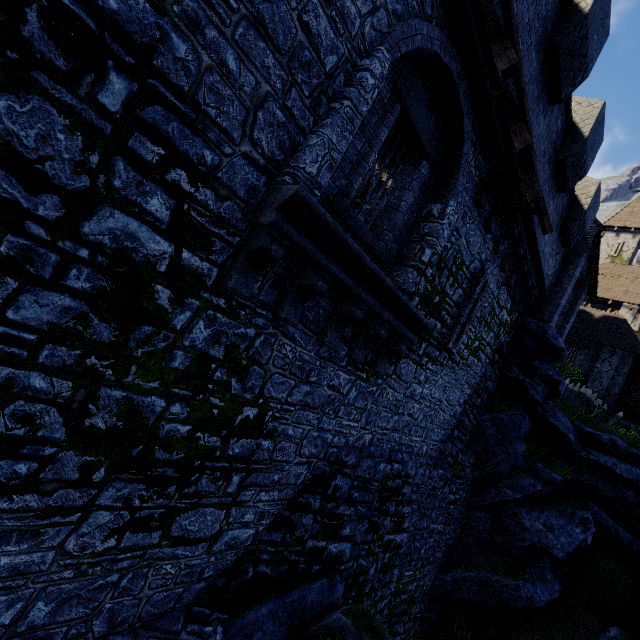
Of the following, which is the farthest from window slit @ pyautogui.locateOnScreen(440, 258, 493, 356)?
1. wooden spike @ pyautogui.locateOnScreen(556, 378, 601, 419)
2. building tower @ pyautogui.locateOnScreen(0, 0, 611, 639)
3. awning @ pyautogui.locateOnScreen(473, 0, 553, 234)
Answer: wooden spike @ pyautogui.locateOnScreen(556, 378, 601, 419)

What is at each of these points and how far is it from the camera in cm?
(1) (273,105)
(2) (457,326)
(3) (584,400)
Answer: (1) building tower, 357
(2) window slit, 834
(3) wooden spike, 1808

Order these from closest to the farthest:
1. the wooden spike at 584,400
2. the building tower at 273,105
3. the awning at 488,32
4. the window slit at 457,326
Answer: the building tower at 273,105 → the awning at 488,32 → the window slit at 457,326 → the wooden spike at 584,400

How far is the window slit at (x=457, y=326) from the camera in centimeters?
834cm

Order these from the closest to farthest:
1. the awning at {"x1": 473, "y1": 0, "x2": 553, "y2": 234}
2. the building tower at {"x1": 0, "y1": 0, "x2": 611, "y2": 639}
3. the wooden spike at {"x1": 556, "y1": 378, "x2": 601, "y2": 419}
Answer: the building tower at {"x1": 0, "y1": 0, "x2": 611, "y2": 639} → the awning at {"x1": 473, "y1": 0, "x2": 553, "y2": 234} → the wooden spike at {"x1": 556, "y1": 378, "x2": 601, "y2": 419}

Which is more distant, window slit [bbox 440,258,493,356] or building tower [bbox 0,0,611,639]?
window slit [bbox 440,258,493,356]

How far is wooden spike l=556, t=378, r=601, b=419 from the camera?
18.0 meters
